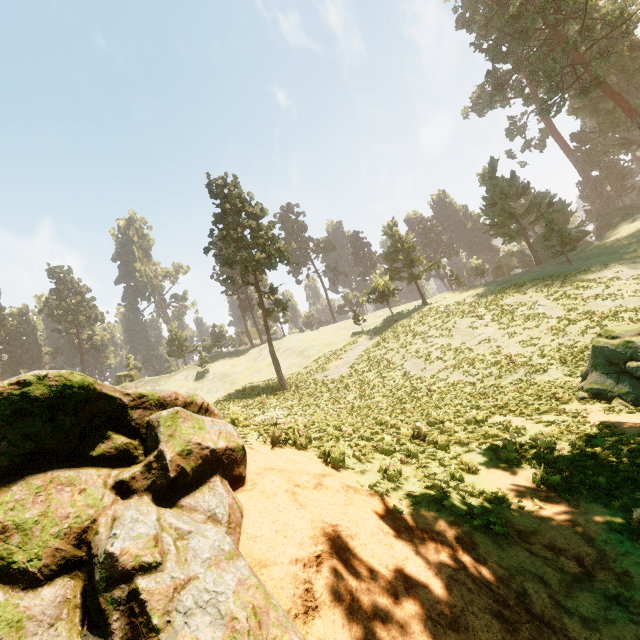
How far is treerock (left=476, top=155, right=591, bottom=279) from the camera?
37.34m

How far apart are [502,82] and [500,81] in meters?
18.1 m

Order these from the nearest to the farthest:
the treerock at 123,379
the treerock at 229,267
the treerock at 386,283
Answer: the treerock at 229,267 → the treerock at 386,283 → the treerock at 123,379

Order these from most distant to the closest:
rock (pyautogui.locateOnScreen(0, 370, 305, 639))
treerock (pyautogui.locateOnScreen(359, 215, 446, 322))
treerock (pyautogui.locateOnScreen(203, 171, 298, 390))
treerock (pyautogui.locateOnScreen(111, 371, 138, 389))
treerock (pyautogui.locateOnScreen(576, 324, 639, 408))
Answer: treerock (pyautogui.locateOnScreen(111, 371, 138, 389))
treerock (pyautogui.locateOnScreen(359, 215, 446, 322))
treerock (pyautogui.locateOnScreen(203, 171, 298, 390))
treerock (pyautogui.locateOnScreen(576, 324, 639, 408))
rock (pyautogui.locateOnScreen(0, 370, 305, 639))

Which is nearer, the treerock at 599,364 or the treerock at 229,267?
the treerock at 599,364

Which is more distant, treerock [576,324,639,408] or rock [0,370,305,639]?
treerock [576,324,639,408]
